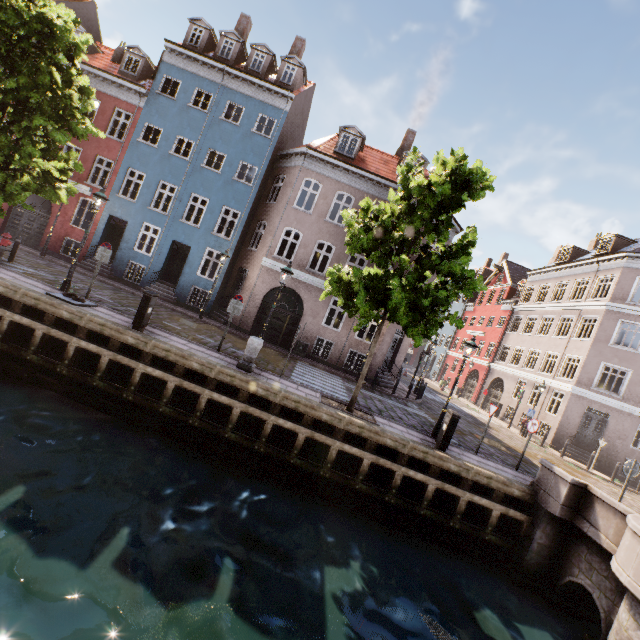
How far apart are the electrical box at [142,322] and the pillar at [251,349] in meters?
3.0

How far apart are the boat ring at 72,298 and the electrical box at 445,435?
11.9 meters

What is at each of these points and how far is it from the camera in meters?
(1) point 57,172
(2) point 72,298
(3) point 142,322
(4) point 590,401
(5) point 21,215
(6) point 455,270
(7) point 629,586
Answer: (1) tree, 11.3 m
(2) boat ring, 10.2 m
(3) electrical box, 9.7 m
(4) building, 20.7 m
(5) building, 19.2 m
(6) tree, 9.3 m
(7) bridge, 6.0 m

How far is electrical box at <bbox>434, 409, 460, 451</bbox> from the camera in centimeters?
973cm

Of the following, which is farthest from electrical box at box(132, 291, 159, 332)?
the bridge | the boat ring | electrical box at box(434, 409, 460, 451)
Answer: the bridge

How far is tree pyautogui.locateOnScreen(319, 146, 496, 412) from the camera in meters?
8.7 m

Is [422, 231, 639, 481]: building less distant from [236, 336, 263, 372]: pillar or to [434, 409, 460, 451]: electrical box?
[236, 336, 263, 372]: pillar

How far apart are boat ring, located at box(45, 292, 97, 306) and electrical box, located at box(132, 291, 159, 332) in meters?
2.0 m
